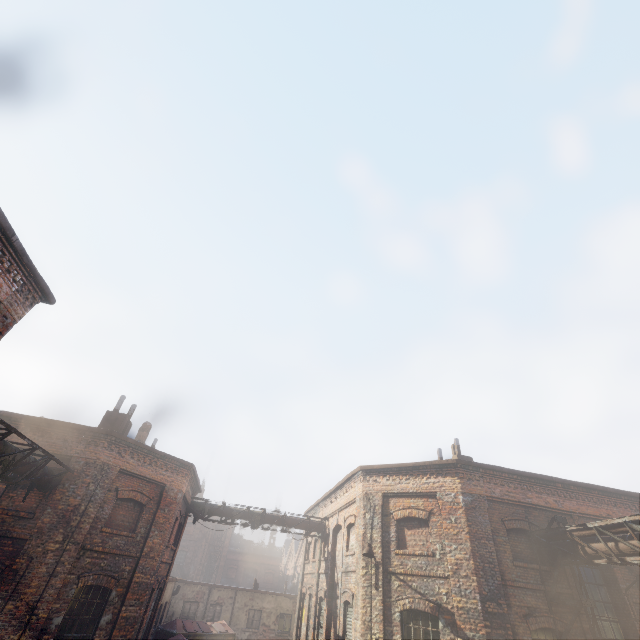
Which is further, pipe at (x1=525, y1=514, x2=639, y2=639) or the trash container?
the trash container

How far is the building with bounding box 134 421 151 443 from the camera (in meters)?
18.23

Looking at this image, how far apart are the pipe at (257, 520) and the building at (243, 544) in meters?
43.2 m

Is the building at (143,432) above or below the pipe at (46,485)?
above

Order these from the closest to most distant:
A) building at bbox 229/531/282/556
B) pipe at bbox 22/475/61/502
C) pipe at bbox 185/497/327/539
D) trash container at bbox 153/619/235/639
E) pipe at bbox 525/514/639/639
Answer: pipe at bbox 525/514/639/639 < pipe at bbox 22/475/61/502 < pipe at bbox 185/497/327/539 < trash container at bbox 153/619/235/639 < building at bbox 229/531/282/556

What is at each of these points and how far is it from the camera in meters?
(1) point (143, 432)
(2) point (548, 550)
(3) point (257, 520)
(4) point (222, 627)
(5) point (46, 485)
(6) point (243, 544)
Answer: (1) building, 18.5
(2) pipe, 11.3
(3) pipe, 18.0
(4) trash container, 20.8
(5) pipe, 11.2
(6) building, 54.1

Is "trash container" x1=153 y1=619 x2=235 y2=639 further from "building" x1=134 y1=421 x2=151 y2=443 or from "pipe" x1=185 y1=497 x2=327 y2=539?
"building" x1=134 y1=421 x2=151 y2=443

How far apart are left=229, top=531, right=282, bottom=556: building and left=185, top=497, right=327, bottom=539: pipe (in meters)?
43.24
